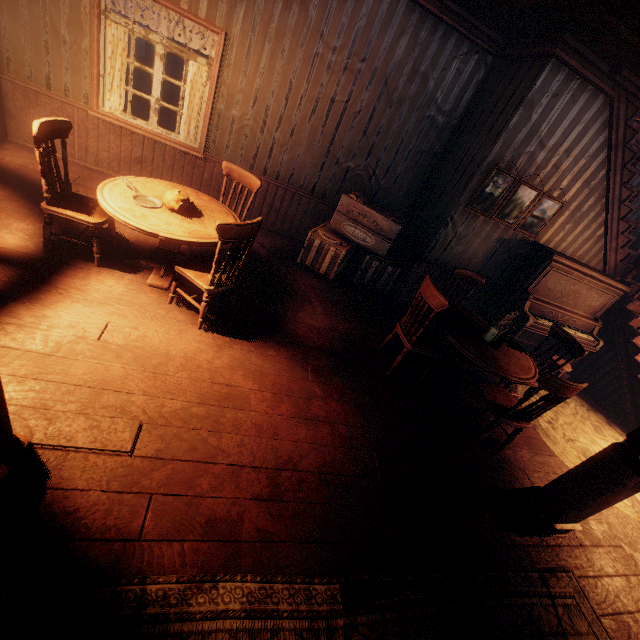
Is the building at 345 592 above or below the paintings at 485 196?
below

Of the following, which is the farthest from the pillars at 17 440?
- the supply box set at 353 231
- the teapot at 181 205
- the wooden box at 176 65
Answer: the wooden box at 176 65

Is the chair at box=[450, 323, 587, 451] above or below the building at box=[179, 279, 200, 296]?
above

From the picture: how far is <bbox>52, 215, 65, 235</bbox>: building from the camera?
3.6m

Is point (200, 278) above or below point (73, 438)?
above

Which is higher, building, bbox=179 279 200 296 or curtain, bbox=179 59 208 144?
curtain, bbox=179 59 208 144

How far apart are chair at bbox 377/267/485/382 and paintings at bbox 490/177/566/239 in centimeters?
195cm

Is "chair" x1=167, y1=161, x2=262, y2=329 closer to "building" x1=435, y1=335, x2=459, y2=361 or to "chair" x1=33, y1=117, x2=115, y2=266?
"building" x1=435, y1=335, x2=459, y2=361
